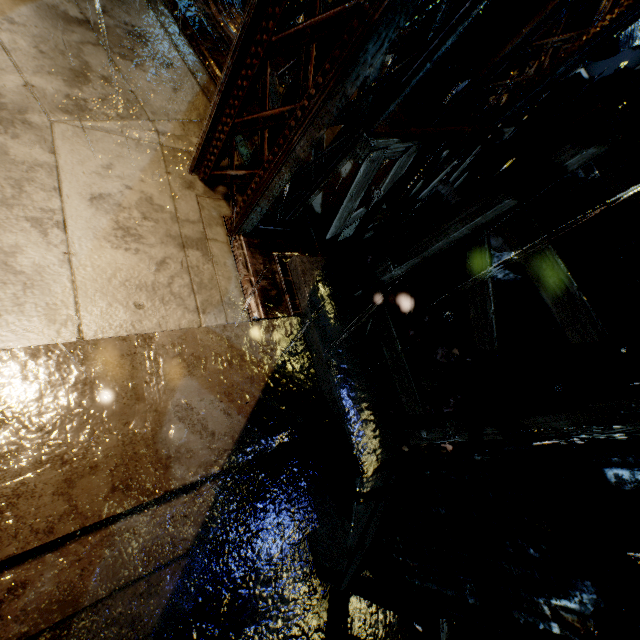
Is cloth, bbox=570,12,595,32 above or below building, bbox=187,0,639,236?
above

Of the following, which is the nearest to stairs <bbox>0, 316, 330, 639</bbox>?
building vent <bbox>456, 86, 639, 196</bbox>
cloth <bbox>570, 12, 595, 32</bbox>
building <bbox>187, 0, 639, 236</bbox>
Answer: building <bbox>187, 0, 639, 236</bbox>

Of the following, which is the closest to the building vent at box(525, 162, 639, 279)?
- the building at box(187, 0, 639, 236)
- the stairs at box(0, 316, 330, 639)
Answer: the building at box(187, 0, 639, 236)

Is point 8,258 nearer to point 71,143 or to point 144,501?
point 71,143

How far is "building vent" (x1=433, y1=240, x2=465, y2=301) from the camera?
7.9m

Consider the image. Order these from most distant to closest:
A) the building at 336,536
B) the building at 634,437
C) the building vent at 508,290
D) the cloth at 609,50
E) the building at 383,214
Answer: the building at 634,437, the building vent at 508,290, the building at 383,214, the cloth at 609,50, the building at 336,536

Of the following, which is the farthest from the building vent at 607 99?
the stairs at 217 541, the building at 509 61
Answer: the stairs at 217 541
